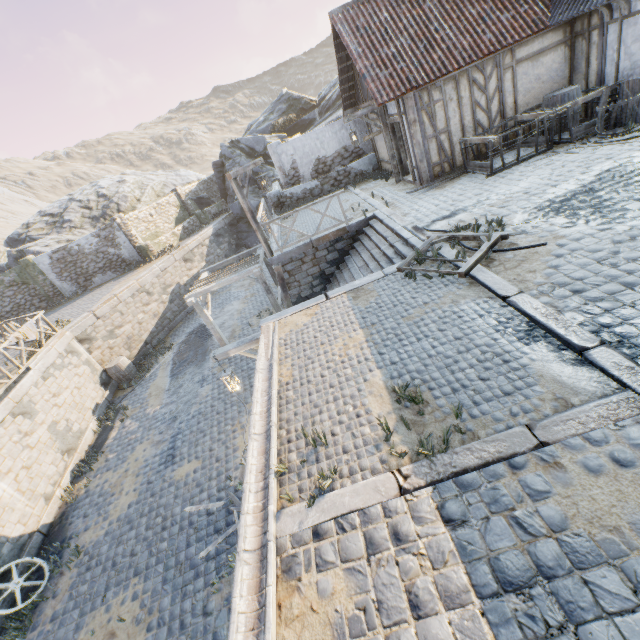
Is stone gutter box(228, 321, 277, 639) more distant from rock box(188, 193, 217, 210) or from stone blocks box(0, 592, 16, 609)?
rock box(188, 193, 217, 210)

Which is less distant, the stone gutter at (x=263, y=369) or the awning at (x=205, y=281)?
the stone gutter at (x=263, y=369)

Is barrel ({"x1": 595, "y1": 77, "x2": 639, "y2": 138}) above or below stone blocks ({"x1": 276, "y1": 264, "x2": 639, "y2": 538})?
above

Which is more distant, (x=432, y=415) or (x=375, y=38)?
(x=375, y=38)

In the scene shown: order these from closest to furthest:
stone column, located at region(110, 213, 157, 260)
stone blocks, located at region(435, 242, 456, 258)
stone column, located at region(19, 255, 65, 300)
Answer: stone blocks, located at region(435, 242, 456, 258), stone column, located at region(19, 255, 65, 300), stone column, located at region(110, 213, 157, 260)

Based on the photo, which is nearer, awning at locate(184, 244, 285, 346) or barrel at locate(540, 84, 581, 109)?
barrel at locate(540, 84, 581, 109)

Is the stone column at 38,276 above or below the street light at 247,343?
above

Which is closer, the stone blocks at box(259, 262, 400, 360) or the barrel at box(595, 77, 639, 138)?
the stone blocks at box(259, 262, 400, 360)
